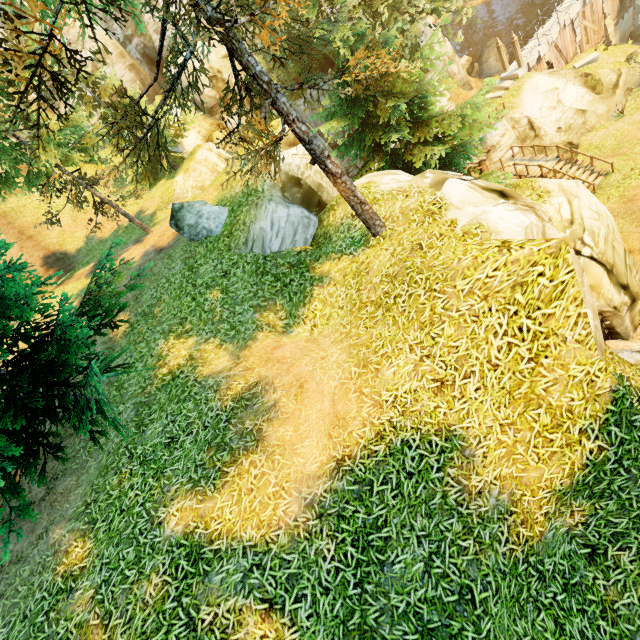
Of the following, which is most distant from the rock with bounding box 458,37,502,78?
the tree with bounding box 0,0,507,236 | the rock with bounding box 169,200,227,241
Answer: the rock with bounding box 169,200,227,241

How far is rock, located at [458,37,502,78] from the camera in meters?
33.7

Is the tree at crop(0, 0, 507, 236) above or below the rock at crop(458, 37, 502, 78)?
above

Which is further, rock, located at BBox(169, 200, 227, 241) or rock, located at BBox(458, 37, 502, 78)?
rock, located at BBox(458, 37, 502, 78)

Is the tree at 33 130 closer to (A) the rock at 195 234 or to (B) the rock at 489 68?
(A) the rock at 195 234

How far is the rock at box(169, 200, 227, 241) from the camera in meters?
11.1

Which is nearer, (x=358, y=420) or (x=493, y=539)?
(x=493, y=539)
